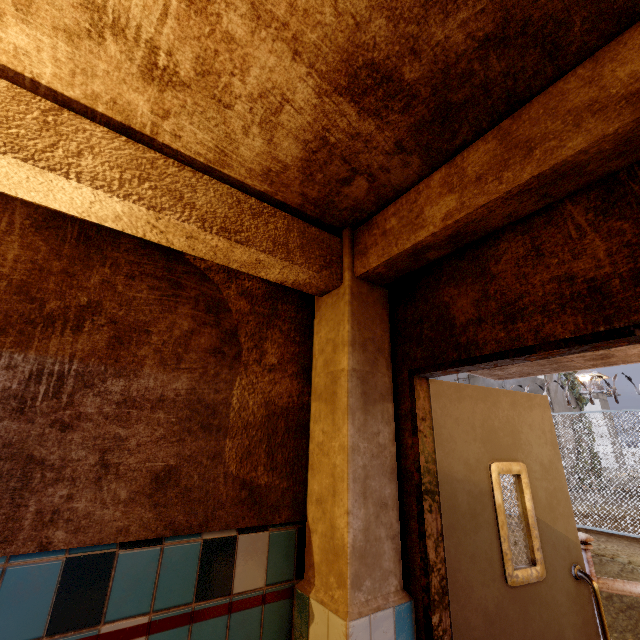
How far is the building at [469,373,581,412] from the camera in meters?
15.6 m

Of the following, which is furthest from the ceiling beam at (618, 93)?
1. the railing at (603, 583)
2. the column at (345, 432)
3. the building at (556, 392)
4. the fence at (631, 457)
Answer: the building at (556, 392)

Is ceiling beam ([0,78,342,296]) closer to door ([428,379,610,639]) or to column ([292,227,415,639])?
column ([292,227,415,639])

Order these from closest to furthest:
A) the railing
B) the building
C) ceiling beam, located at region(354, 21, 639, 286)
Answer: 1. ceiling beam, located at region(354, 21, 639, 286)
2. the railing
3. the building

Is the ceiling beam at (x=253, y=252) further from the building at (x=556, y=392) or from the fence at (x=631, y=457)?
the building at (x=556, y=392)

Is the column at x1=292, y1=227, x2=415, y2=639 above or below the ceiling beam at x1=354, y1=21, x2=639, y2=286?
below

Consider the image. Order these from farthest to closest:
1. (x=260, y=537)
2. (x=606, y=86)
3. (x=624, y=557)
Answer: (x=624, y=557), (x=260, y=537), (x=606, y=86)

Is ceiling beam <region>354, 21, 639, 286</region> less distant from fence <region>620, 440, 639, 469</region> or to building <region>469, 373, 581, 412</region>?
fence <region>620, 440, 639, 469</region>
